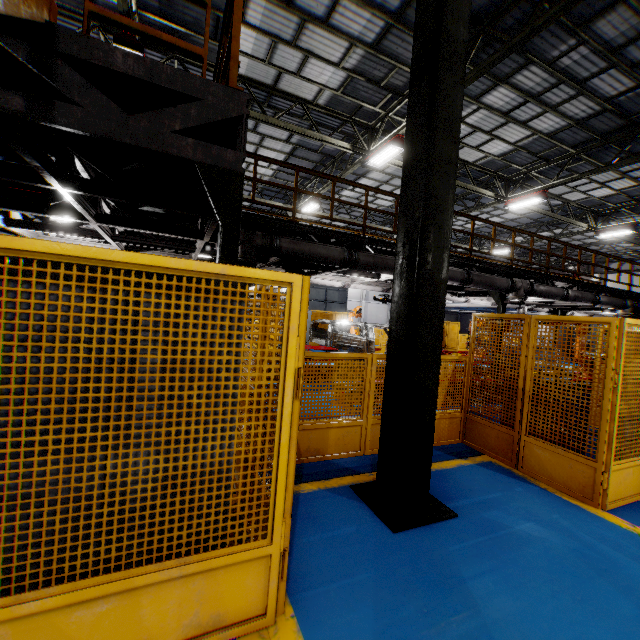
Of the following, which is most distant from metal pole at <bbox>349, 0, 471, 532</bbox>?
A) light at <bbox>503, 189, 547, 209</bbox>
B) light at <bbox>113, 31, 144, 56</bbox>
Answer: light at <bbox>503, 189, 547, 209</bbox>

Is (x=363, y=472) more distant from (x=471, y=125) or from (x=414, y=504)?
(x=471, y=125)

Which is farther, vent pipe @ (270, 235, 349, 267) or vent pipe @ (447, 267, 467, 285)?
vent pipe @ (447, 267, 467, 285)

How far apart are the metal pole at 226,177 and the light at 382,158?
8.33m

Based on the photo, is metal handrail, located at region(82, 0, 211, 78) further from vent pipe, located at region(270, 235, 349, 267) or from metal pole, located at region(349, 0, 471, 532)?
metal pole, located at region(349, 0, 471, 532)

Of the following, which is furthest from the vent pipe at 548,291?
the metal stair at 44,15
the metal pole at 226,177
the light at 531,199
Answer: the light at 531,199

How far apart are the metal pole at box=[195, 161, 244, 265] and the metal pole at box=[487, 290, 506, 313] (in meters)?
9.96

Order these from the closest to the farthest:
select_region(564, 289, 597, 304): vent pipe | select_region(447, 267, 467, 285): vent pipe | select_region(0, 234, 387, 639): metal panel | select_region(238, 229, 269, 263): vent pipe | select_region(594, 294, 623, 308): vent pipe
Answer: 1. select_region(0, 234, 387, 639): metal panel
2. select_region(238, 229, 269, 263): vent pipe
3. select_region(447, 267, 467, 285): vent pipe
4. select_region(564, 289, 597, 304): vent pipe
5. select_region(594, 294, 623, 308): vent pipe
